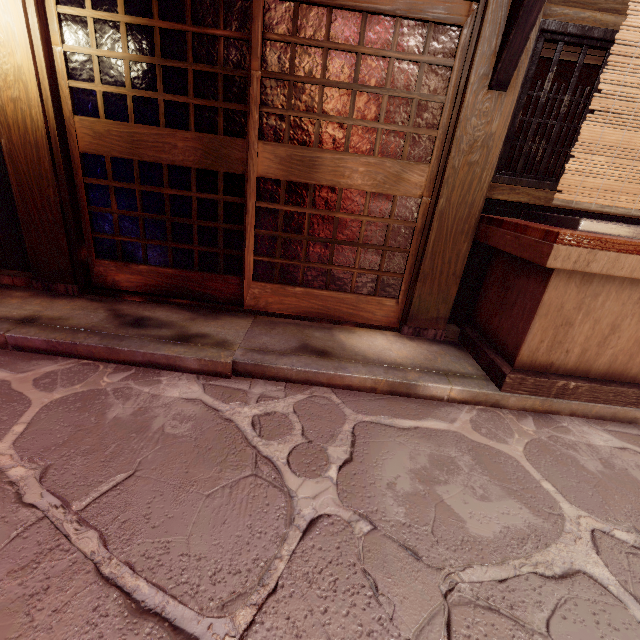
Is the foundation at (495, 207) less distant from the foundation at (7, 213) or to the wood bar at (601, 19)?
the wood bar at (601, 19)

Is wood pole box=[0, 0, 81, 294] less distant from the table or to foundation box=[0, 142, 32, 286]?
foundation box=[0, 142, 32, 286]

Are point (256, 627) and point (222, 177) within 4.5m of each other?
no

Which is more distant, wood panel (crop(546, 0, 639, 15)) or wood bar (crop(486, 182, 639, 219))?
wood bar (crop(486, 182, 639, 219))

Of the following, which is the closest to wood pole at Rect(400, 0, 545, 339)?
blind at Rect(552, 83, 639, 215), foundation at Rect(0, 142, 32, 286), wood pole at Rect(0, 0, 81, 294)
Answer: blind at Rect(552, 83, 639, 215)

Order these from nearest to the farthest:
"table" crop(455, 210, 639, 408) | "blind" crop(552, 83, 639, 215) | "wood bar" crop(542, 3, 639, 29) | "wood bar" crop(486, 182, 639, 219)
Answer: "blind" crop(552, 83, 639, 215) < "table" crop(455, 210, 639, 408) < "wood bar" crop(542, 3, 639, 29) < "wood bar" crop(486, 182, 639, 219)

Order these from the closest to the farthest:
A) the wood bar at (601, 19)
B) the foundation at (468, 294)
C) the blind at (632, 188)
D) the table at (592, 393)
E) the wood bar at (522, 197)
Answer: the blind at (632, 188) → the table at (592, 393) → the wood bar at (601, 19) → the wood bar at (522, 197) → the foundation at (468, 294)

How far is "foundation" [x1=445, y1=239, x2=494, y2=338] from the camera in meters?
6.0 m
